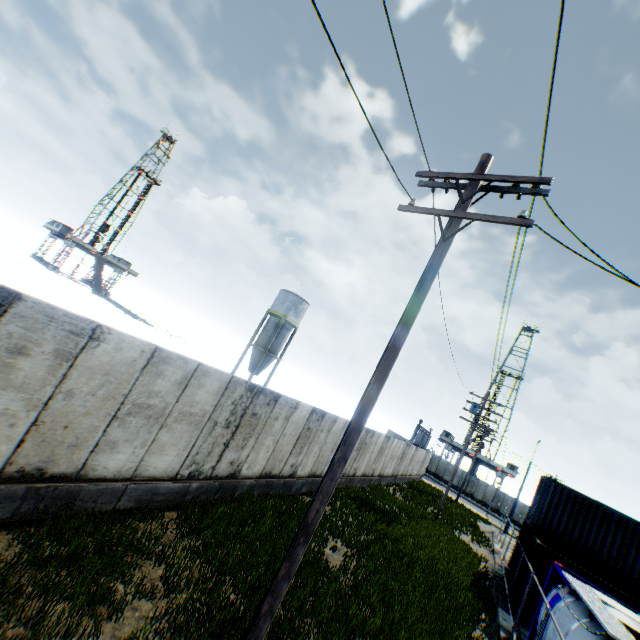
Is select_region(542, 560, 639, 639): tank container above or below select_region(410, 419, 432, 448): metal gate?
below

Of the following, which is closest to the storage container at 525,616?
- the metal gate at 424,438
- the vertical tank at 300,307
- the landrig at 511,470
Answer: the vertical tank at 300,307

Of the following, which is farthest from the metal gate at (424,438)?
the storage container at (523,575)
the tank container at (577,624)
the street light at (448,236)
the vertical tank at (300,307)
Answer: the street light at (448,236)

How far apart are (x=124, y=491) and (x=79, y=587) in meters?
2.3

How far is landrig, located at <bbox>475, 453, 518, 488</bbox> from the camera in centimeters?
Answer: 5540cm

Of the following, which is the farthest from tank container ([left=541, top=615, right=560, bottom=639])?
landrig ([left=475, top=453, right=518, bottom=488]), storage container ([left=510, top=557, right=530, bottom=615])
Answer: landrig ([left=475, top=453, right=518, bottom=488])

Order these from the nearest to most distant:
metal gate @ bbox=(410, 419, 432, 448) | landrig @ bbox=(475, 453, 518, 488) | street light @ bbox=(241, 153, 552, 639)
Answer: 1. street light @ bbox=(241, 153, 552, 639)
2. metal gate @ bbox=(410, 419, 432, 448)
3. landrig @ bbox=(475, 453, 518, 488)

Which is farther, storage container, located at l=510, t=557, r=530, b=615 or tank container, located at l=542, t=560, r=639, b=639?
storage container, located at l=510, t=557, r=530, b=615
